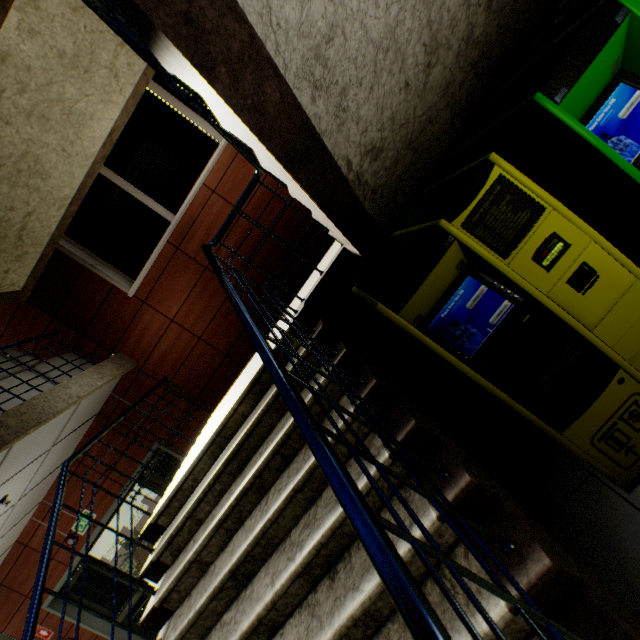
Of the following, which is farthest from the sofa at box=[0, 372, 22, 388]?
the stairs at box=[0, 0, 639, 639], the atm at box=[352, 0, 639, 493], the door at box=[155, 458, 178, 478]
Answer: the atm at box=[352, 0, 639, 493]

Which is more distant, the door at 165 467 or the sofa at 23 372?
the door at 165 467

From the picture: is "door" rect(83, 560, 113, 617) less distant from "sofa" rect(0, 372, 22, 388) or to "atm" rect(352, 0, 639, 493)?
"sofa" rect(0, 372, 22, 388)

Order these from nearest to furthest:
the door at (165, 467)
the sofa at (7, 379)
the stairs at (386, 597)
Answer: the stairs at (386, 597), the sofa at (7, 379), the door at (165, 467)

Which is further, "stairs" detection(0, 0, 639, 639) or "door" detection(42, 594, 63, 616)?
"door" detection(42, 594, 63, 616)

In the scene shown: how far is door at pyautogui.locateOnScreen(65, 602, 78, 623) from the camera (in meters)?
6.03

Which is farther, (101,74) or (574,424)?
(101,74)
